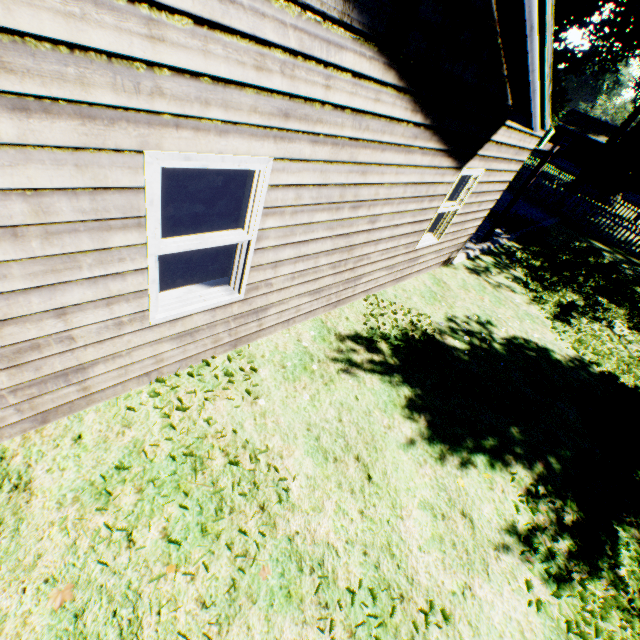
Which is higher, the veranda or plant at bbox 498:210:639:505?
the veranda

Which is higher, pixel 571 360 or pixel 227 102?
pixel 227 102

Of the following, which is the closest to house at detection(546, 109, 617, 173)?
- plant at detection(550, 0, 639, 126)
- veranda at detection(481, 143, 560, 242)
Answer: plant at detection(550, 0, 639, 126)

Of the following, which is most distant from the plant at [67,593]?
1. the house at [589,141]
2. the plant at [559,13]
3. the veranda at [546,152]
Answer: the house at [589,141]

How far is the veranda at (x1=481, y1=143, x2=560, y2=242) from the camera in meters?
9.1

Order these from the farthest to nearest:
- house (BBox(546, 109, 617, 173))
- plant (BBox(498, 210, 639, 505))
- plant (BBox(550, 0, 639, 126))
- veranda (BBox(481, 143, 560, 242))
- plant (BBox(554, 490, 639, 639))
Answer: house (BBox(546, 109, 617, 173))
plant (BBox(550, 0, 639, 126))
veranda (BBox(481, 143, 560, 242))
plant (BBox(498, 210, 639, 505))
plant (BBox(554, 490, 639, 639))

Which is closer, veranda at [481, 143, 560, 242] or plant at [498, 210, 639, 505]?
plant at [498, 210, 639, 505]

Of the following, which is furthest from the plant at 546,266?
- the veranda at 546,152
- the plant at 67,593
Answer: the plant at 67,593
